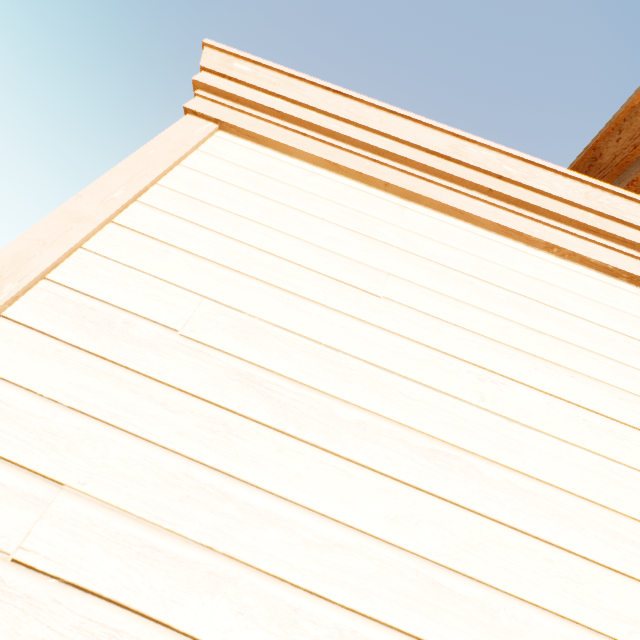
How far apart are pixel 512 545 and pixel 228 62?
2.6 meters
